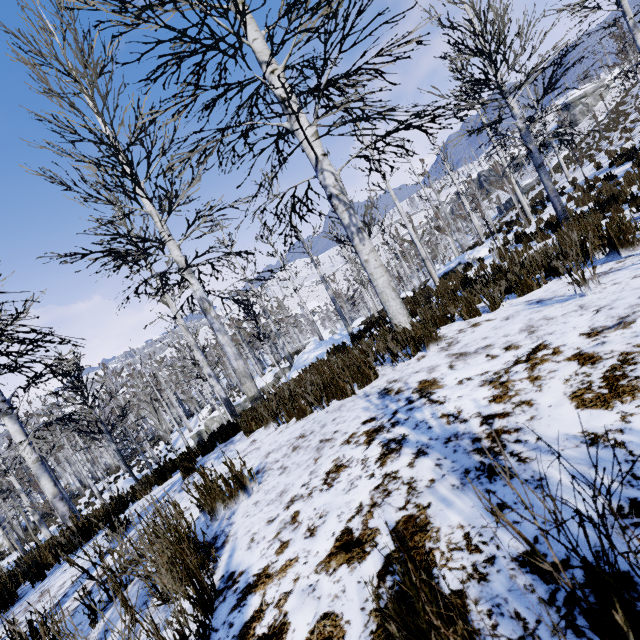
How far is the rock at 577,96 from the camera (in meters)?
54.22

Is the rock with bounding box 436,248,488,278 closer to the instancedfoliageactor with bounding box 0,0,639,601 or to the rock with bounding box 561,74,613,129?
the instancedfoliageactor with bounding box 0,0,639,601

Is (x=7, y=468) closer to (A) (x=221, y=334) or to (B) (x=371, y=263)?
(A) (x=221, y=334)

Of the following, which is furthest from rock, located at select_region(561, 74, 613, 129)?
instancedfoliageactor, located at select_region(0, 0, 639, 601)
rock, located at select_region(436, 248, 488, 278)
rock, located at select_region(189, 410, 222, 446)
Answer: rock, located at select_region(189, 410, 222, 446)

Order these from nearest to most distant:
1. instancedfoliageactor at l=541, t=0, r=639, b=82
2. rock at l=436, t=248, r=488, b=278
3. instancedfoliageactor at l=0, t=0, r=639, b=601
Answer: instancedfoliageactor at l=0, t=0, r=639, b=601 < instancedfoliageactor at l=541, t=0, r=639, b=82 < rock at l=436, t=248, r=488, b=278

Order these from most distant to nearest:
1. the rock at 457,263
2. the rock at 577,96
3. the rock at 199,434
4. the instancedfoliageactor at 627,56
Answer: the rock at 577,96
the rock at 199,434
the rock at 457,263
the instancedfoliageactor at 627,56

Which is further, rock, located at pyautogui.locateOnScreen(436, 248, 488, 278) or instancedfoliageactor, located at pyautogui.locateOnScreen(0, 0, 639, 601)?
rock, located at pyautogui.locateOnScreen(436, 248, 488, 278)
